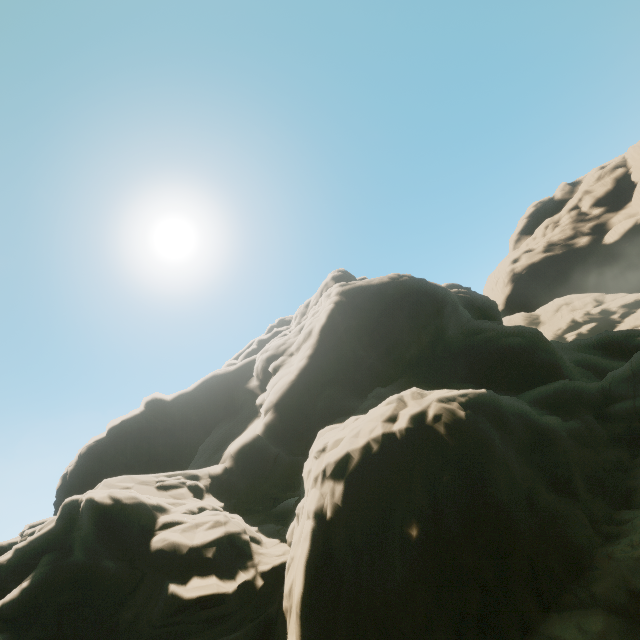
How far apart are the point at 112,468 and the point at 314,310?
26.77m
